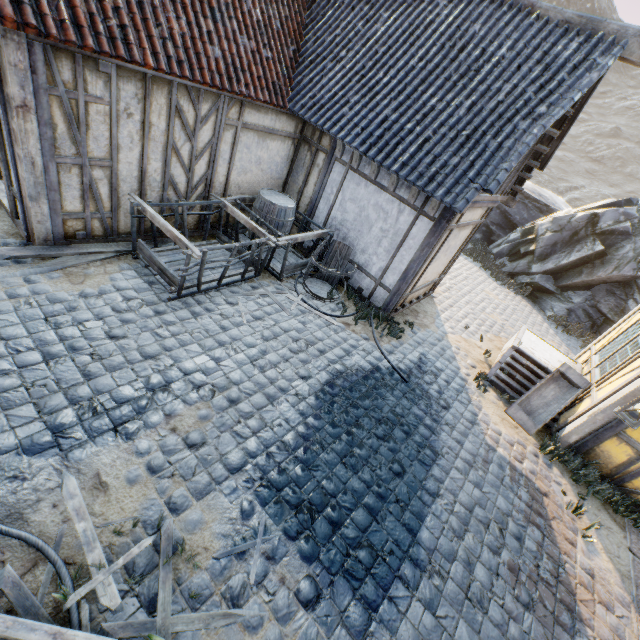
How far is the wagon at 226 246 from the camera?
5.30m

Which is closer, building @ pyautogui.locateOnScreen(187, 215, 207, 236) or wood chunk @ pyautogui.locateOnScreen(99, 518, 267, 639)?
wood chunk @ pyautogui.locateOnScreen(99, 518, 267, 639)

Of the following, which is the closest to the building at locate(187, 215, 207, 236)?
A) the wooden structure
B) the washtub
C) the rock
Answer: the rock

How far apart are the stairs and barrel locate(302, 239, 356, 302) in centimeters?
370cm

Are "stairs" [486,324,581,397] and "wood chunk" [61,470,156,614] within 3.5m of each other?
no

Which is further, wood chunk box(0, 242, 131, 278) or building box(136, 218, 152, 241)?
building box(136, 218, 152, 241)

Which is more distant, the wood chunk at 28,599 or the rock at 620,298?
the rock at 620,298

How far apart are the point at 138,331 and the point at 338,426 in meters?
3.3
